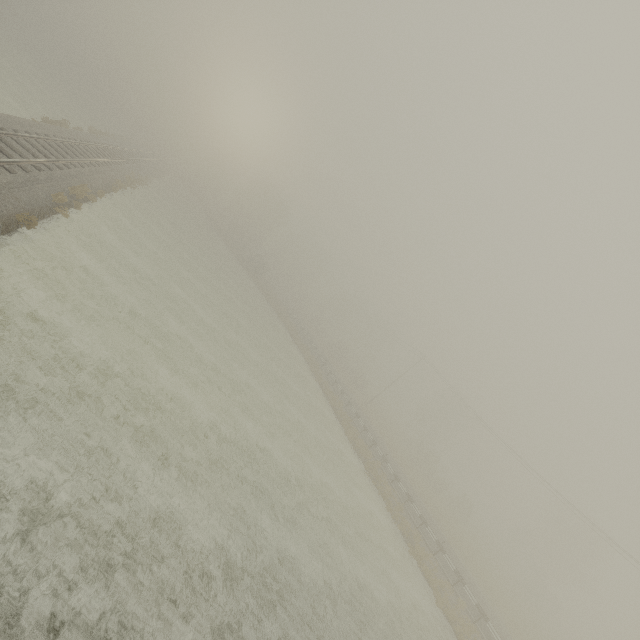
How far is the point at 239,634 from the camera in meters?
8.0 m
